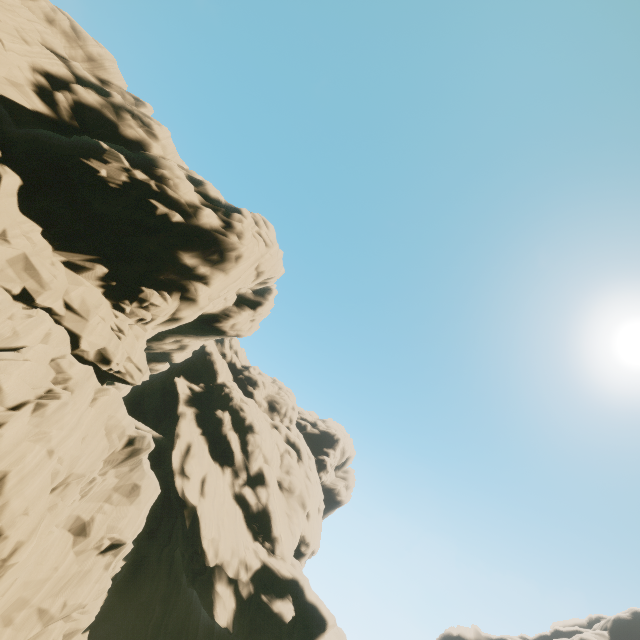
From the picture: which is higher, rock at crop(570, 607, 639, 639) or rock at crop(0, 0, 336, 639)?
rock at crop(570, 607, 639, 639)

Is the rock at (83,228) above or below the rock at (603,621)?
below

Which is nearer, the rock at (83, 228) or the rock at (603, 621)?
the rock at (83, 228)

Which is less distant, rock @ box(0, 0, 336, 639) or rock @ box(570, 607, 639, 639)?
rock @ box(0, 0, 336, 639)

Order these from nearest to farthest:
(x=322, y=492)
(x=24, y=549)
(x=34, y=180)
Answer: (x=24, y=549), (x=34, y=180), (x=322, y=492)
